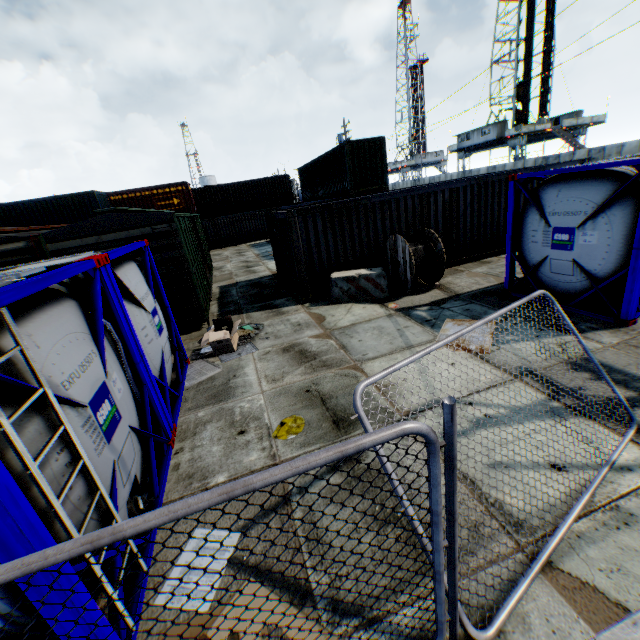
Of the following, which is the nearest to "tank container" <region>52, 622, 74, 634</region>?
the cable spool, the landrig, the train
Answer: the train

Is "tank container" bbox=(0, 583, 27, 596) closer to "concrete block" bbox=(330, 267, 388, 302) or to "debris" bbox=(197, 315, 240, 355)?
"debris" bbox=(197, 315, 240, 355)

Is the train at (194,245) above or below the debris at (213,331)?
above

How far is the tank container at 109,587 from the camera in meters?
2.5

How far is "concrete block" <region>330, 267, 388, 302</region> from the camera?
9.9m

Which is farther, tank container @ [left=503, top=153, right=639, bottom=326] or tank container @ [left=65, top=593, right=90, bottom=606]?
tank container @ [left=503, top=153, right=639, bottom=326]

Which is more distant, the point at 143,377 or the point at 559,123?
the point at 559,123
